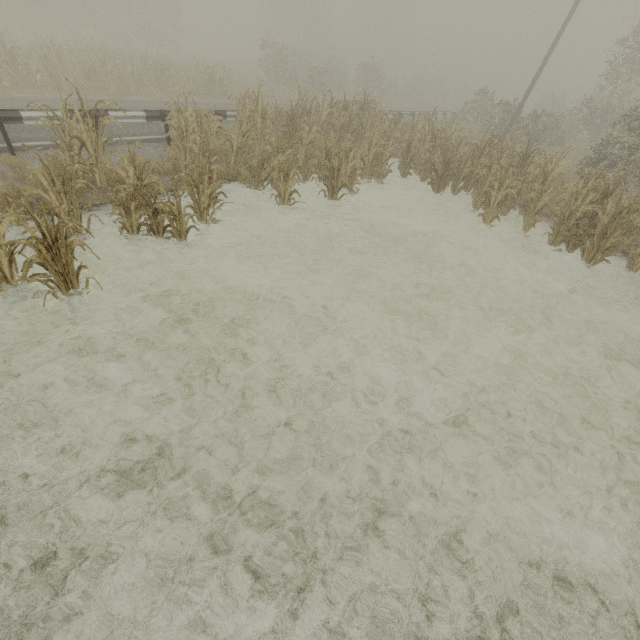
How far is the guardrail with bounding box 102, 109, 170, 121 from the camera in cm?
896

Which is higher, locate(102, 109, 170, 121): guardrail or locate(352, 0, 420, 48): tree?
locate(352, 0, 420, 48): tree

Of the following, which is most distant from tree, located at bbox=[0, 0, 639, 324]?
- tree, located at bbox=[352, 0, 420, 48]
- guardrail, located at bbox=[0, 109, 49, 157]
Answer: tree, located at bbox=[352, 0, 420, 48]

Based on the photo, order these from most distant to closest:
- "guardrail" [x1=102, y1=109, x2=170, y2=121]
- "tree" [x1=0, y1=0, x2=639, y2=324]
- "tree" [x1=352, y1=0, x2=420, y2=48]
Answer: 1. "tree" [x1=352, y1=0, x2=420, y2=48]
2. "guardrail" [x1=102, y1=109, x2=170, y2=121]
3. "tree" [x1=0, y1=0, x2=639, y2=324]

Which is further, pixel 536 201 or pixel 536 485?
pixel 536 201

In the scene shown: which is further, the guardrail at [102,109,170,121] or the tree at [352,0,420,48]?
the tree at [352,0,420,48]

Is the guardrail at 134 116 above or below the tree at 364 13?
below

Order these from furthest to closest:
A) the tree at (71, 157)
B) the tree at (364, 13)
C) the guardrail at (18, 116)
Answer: the tree at (364, 13) → the guardrail at (18, 116) → the tree at (71, 157)
